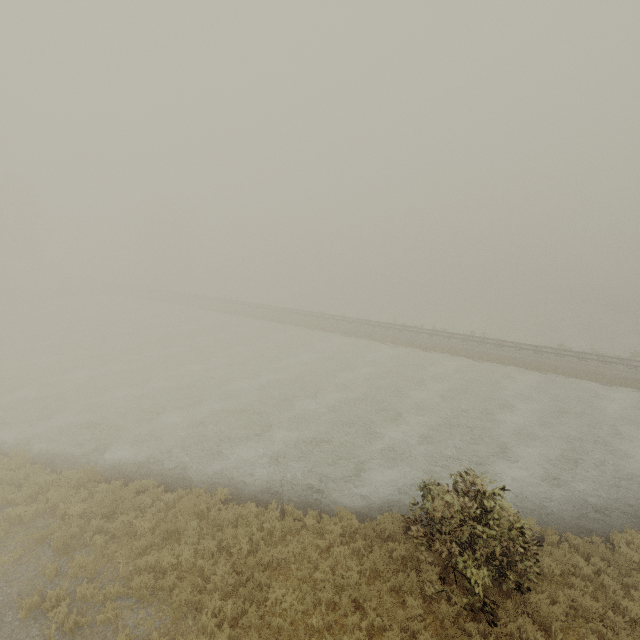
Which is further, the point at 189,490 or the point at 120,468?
the point at 120,468
